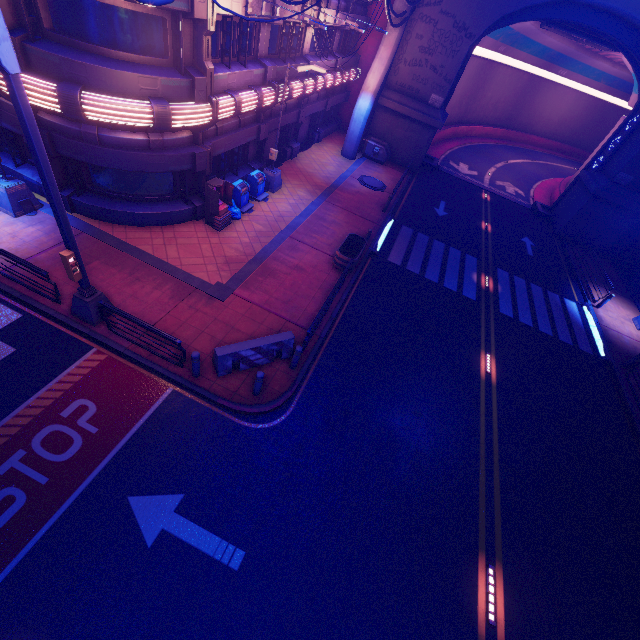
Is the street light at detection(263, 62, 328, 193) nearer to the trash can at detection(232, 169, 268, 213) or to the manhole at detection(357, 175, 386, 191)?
the trash can at detection(232, 169, 268, 213)

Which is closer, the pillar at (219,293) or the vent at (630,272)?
the pillar at (219,293)

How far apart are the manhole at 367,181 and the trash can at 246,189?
9.05m

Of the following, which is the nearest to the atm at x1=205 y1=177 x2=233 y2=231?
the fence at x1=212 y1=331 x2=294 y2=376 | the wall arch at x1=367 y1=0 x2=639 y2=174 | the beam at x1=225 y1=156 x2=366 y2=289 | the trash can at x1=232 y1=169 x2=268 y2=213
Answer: the trash can at x1=232 y1=169 x2=268 y2=213

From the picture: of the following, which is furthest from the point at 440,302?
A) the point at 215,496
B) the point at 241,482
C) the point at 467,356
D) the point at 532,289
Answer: the point at 215,496

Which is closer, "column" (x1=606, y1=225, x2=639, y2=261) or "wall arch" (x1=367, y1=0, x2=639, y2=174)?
"wall arch" (x1=367, y1=0, x2=639, y2=174)

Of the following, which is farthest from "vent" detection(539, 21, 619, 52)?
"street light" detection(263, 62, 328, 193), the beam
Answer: "street light" detection(263, 62, 328, 193)

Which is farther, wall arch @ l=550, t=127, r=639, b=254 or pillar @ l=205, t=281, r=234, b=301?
wall arch @ l=550, t=127, r=639, b=254
